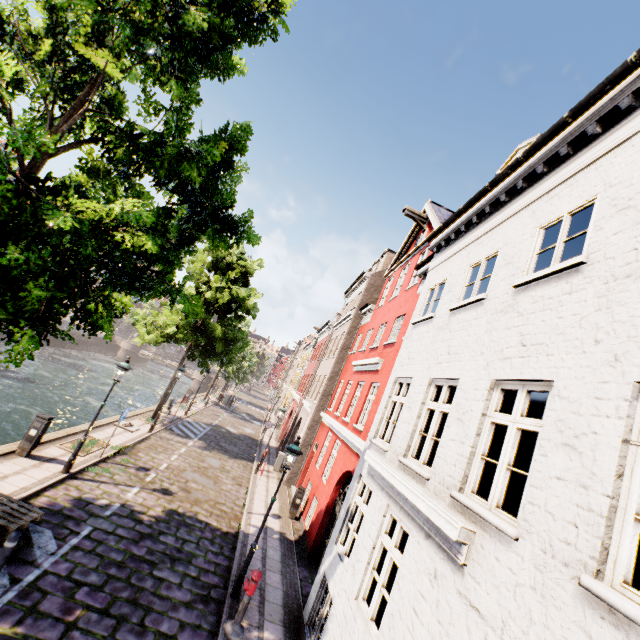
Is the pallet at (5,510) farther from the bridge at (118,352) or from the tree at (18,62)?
the bridge at (118,352)

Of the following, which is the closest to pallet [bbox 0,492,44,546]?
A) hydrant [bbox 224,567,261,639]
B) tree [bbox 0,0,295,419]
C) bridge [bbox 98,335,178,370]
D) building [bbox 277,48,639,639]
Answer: tree [bbox 0,0,295,419]

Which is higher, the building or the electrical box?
the building

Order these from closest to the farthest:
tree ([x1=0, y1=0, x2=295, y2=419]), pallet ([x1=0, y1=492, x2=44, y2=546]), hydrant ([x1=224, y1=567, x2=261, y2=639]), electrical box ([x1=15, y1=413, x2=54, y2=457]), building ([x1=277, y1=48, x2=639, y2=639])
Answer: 1. building ([x1=277, y1=48, x2=639, y2=639])
2. tree ([x1=0, y1=0, x2=295, y2=419])
3. pallet ([x1=0, y1=492, x2=44, y2=546])
4. hydrant ([x1=224, y1=567, x2=261, y2=639])
5. electrical box ([x1=15, y1=413, x2=54, y2=457])

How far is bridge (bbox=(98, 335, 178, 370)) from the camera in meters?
50.7 m

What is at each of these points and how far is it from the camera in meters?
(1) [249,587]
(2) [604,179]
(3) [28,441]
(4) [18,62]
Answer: (1) hydrant, 7.0 m
(2) building, 4.5 m
(3) electrical box, 9.9 m
(4) tree, 5.7 m

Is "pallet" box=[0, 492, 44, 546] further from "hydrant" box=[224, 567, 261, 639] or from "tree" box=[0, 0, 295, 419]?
"hydrant" box=[224, 567, 261, 639]

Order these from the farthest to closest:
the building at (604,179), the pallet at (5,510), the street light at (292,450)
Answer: the street light at (292,450), the pallet at (5,510), the building at (604,179)
